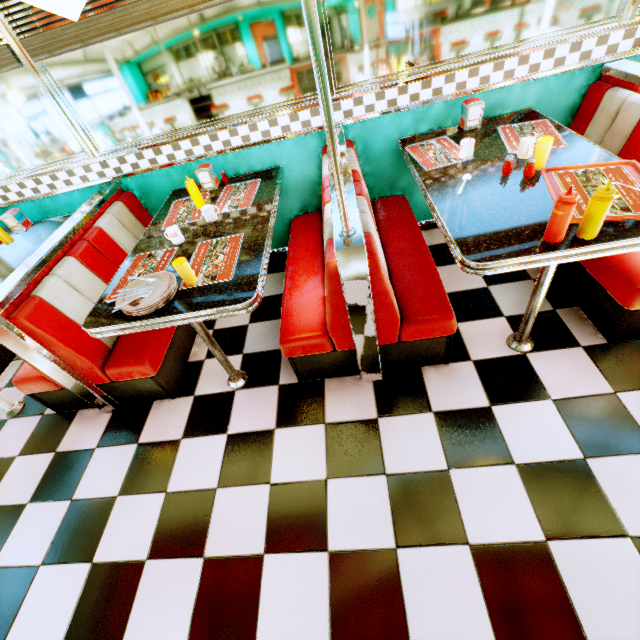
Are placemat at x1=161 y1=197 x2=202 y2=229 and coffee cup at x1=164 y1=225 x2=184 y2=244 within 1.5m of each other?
yes

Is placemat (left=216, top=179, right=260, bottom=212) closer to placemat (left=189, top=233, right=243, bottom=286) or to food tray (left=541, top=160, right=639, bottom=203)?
placemat (left=189, top=233, right=243, bottom=286)

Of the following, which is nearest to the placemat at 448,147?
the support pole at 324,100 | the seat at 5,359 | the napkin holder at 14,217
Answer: the support pole at 324,100

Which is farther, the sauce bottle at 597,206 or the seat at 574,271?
the seat at 574,271

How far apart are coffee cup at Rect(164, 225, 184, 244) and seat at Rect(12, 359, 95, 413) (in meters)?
0.86

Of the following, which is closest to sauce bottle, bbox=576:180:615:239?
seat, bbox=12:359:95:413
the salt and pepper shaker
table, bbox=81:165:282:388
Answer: the salt and pepper shaker

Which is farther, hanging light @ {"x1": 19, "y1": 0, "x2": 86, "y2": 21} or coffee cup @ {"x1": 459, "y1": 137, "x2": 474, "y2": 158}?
coffee cup @ {"x1": 459, "y1": 137, "x2": 474, "y2": 158}

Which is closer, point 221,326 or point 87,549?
point 87,549
